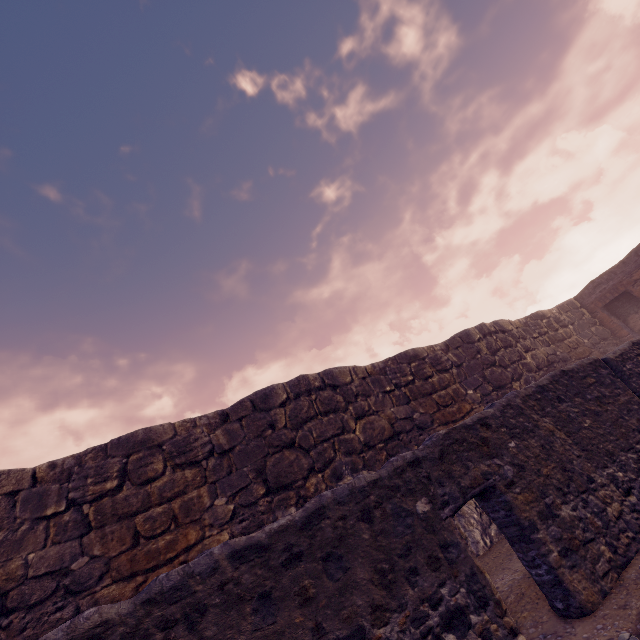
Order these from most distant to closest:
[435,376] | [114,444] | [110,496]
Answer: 1. [435,376]
2. [114,444]
3. [110,496]
